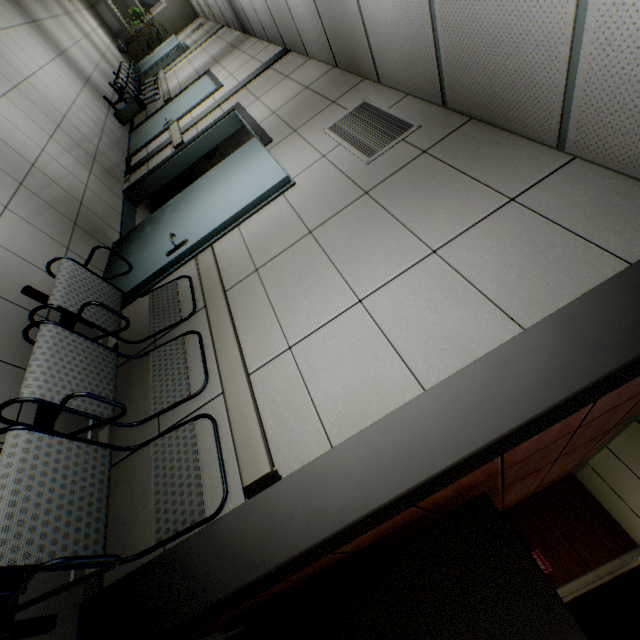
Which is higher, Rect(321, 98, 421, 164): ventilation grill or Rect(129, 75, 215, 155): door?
Rect(321, 98, 421, 164): ventilation grill

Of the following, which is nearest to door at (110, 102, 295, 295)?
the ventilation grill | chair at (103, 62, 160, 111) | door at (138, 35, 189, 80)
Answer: the ventilation grill

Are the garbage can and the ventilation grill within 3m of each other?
no

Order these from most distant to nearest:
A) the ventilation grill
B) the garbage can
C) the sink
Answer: the garbage can
the sink
the ventilation grill

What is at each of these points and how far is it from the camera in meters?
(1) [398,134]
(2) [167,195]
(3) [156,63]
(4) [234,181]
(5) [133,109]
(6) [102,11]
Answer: (1) ventilation grill, 2.5 m
(2) sink, 5.4 m
(3) door, 10.7 m
(4) door, 3.0 m
(5) garbage can, 6.7 m
(6) radiator, 11.8 m

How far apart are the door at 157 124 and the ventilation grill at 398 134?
3.9m

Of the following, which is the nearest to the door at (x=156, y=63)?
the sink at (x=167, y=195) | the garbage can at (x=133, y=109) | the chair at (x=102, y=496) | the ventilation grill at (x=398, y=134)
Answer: the garbage can at (x=133, y=109)

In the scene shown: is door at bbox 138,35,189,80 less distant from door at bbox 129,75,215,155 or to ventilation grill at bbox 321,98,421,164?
door at bbox 129,75,215,155
